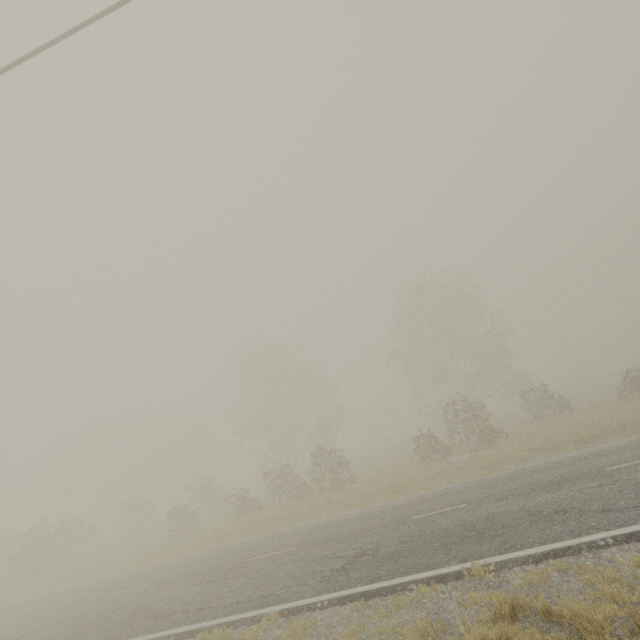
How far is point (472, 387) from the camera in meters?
33.9
